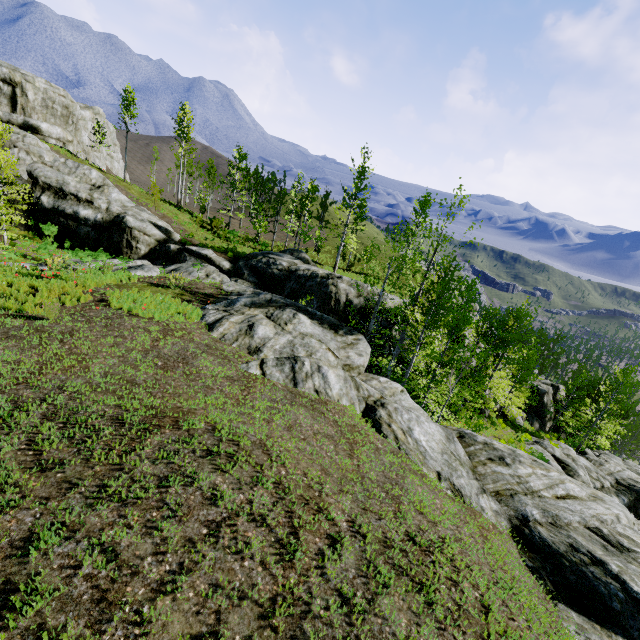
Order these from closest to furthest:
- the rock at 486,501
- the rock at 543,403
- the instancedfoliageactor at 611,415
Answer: the rock at 486,501 < the instancedfoliageactor at 611,415 < the rock at 543,403

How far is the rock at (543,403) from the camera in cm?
3851

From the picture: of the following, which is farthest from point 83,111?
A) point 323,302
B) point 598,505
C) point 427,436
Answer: point 598,505

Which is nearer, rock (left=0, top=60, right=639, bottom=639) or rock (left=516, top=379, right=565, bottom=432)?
rock (left=0, top=60, right=639, bottom=639)

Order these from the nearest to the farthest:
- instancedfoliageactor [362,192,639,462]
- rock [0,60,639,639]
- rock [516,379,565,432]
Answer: rock [0,60,639,639], instancedfoliageactor [362,192,639,462], rock [516,379,565,432]

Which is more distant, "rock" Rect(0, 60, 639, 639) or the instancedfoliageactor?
the instancedfoliageactor

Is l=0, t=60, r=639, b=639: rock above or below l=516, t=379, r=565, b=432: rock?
above

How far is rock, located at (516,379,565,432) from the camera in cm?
3851
